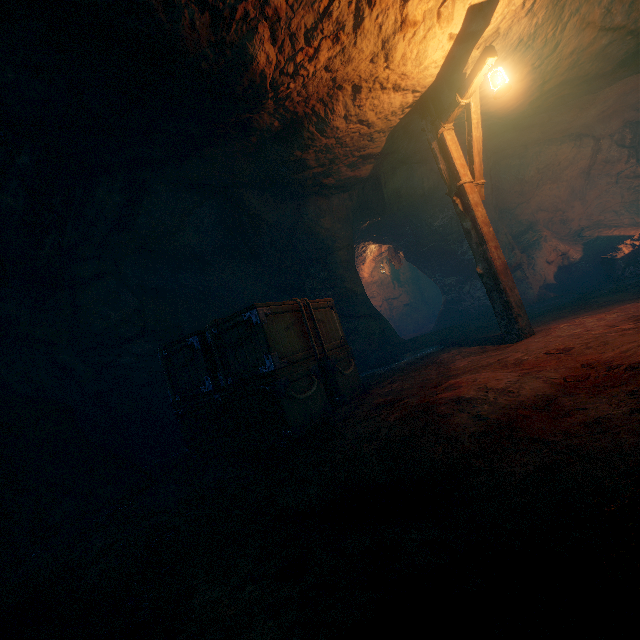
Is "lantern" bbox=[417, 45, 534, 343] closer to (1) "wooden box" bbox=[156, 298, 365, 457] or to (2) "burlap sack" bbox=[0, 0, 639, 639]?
(2) "burlap sack" bbox=[0, 0, 639, 639]

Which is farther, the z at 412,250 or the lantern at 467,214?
the z at 412,250

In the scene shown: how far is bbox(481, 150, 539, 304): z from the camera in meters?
10.5

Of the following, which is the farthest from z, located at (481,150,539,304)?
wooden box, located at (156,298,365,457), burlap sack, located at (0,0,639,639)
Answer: wooden box, located at (156,298,365,457)

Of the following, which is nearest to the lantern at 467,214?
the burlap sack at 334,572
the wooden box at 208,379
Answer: the burlap sack at 334,572

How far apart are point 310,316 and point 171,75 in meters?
3.5

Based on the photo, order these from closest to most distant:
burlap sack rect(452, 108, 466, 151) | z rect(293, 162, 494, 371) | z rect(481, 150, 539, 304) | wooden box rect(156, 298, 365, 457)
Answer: wooden box rect(156, 298, 365, 457)
burlap sack rect(452, 108, 466, 151)
z rect(293, 162, 494, 371)
z rect(481, 150, 539, 304)
